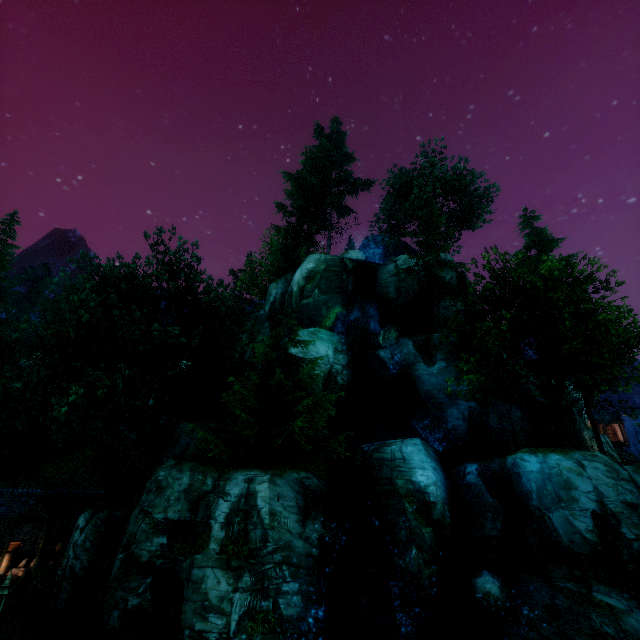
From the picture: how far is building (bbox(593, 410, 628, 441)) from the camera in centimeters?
4281cm

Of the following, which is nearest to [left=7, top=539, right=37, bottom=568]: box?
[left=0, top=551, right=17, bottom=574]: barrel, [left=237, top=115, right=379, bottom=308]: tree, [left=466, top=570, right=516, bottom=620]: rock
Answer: [left=0, top=551, right=17, bottom=574]: barrel

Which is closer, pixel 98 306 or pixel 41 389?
pixel 41 389

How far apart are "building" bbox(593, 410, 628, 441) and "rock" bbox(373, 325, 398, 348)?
38.1m

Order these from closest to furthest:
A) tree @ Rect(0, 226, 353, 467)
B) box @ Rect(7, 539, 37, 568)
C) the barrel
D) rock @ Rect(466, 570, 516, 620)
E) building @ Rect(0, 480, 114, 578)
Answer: rock @ Rect(466, 570, 516, 620) → tree @ Rect(0, 226, 353, 467) → building @ Rect(0, 480, 114, 578) → the barrel → box @ Rect(7, 539, 37, 568)

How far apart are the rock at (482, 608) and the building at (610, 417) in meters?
40.6 m

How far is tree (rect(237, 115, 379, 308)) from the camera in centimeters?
3703cm

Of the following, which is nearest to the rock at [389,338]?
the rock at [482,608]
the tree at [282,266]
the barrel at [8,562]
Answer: the tree at [282,266]
